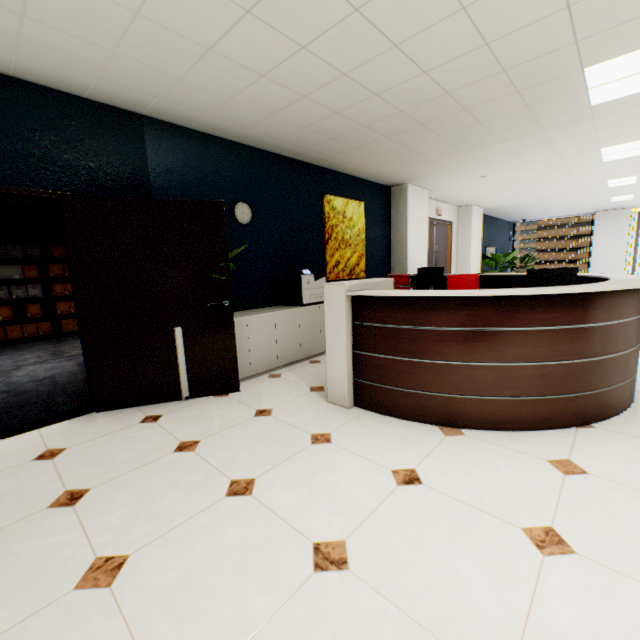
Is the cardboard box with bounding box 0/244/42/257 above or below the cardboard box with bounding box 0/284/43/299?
above

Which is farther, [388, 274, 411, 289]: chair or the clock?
[388, 274, 411, 289]: chair

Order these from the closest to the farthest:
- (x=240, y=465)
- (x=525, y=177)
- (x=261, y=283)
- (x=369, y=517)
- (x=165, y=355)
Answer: (x=369, y=517) < (x=240, y=465) < (x=165, y=355) < (x=261, y=283) < (x=525, y=177)

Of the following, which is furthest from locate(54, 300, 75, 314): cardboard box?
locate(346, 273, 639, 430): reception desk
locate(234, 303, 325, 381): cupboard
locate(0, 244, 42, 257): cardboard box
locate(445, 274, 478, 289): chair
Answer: locate(445, 274, 478, 289): chair

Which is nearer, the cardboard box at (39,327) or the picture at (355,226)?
the picture at (355,226)

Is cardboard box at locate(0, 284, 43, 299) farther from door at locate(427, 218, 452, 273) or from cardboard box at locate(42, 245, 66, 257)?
door at locate(427, 218, 452, 273)

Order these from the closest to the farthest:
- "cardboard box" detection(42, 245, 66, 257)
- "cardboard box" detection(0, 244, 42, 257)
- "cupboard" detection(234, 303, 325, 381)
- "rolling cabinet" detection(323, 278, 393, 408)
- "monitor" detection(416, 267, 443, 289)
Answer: "rolling cabinet" detection(323, 278, 393, 408) → "cupboard" detection(234, 303, 325, 381) → "monitor" detection(416, 267, 443, 289) → "cardboard box" detection(0, 244, 42, 257) → "cardboard box" detection(42, 245, 66, 257)

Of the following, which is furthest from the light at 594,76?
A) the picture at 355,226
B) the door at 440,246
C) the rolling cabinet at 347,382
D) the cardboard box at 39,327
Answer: the cardboard box at 39,327
